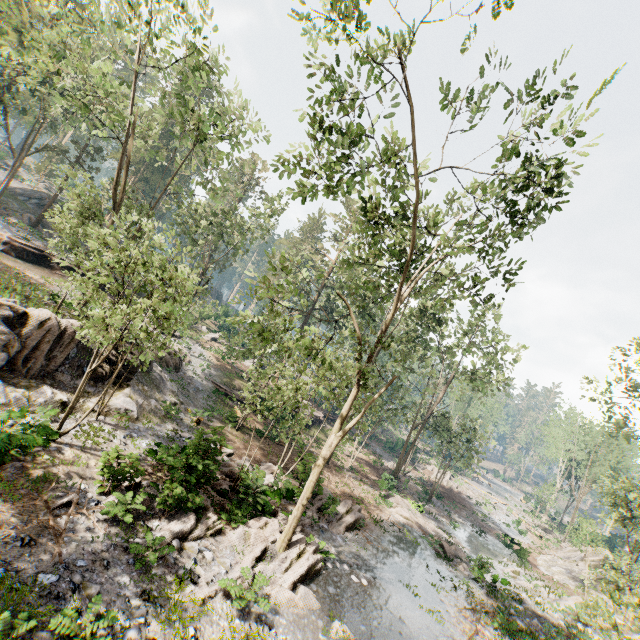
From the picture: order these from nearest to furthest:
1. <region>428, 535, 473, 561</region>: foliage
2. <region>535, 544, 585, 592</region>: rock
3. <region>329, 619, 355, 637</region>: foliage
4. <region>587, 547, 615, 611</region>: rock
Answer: <region>329, 619, 355, 637</region>: foliage < <region>428, 535, 473, 561</region>: foliage < <region>587, 547, 615, 611</region>: rock < <region>535, 544, 585, 592</region>: rock

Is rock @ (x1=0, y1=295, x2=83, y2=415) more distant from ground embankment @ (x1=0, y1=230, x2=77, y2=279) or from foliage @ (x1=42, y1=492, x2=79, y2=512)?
ground embankment @ (x1=0, y1=230, x2=77, y2=279)

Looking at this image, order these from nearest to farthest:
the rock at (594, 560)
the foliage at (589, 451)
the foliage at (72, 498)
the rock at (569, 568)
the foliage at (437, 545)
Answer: the foliage at (72, 498)
the foliage at (589, 451)
the foliage at (437, 545)
the rock at (594, 560)
the rock at (569, 568)

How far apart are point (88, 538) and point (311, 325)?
38.2m

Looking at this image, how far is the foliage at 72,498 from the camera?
9.7m

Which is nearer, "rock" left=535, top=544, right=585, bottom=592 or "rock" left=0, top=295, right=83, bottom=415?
"rock" left=0, top=295, right=83, bottom=415

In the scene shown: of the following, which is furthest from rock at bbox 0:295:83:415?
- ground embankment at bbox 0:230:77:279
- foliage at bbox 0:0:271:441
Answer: ground embankment at bbox 0:230:77:279

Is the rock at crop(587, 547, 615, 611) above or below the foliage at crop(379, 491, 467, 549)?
above
